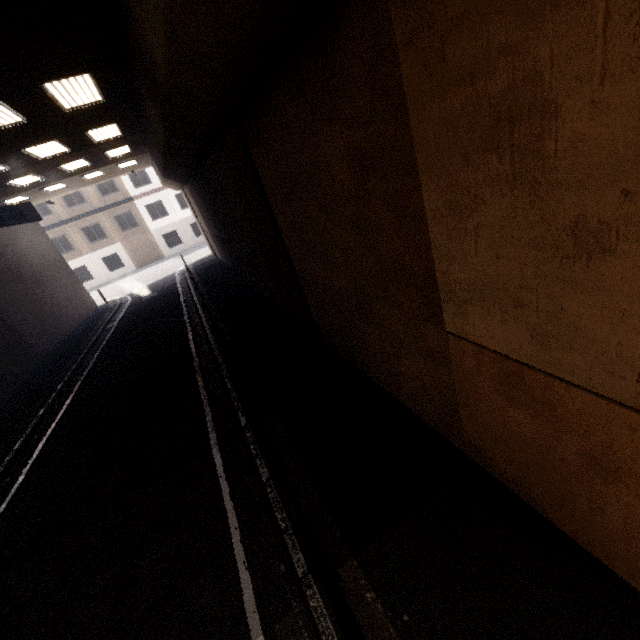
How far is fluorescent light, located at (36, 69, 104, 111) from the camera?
6.5 meters

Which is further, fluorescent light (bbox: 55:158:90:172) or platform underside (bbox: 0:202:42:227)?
platform underside (bbox: 0:202:42:227)

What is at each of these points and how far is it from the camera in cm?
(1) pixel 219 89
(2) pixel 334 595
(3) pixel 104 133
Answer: (1) concrete pillar, 441
(2) barrier, 248
(3) fluorescent light, 1111

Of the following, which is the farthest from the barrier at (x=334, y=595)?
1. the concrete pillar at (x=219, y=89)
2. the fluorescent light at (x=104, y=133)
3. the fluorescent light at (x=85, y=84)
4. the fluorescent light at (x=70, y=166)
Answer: the fluorescent light at (x=70, y=166)

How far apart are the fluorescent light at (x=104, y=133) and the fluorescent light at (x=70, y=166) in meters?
2.2

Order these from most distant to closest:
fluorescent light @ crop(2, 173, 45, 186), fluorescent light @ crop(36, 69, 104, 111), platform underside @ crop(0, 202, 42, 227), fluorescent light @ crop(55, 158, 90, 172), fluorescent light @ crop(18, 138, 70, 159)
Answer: platform underside @ crop(0, 202, 42, 227)
fluorescent light @ crop(55, 158, 90, 172)
fluorescent light @ crop(2, 173, 45, 186)
fluorescent light @ crop(18, 138, 70, 159)
fluorescent light @ crop(36, 69, 104, 111)

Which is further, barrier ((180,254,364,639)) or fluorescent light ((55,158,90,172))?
fluorescent light ((55,158,90,172))

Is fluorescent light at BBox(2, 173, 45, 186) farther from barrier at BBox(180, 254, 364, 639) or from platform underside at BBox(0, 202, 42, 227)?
barrier at BBox(180, 254, 364, 639)
